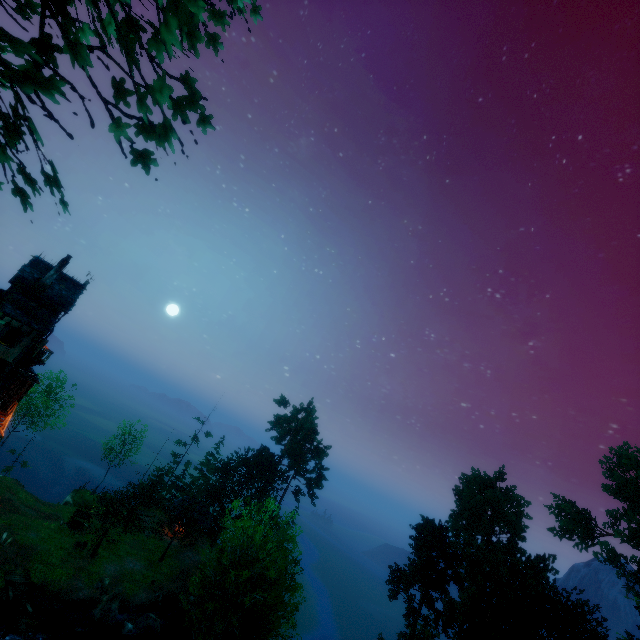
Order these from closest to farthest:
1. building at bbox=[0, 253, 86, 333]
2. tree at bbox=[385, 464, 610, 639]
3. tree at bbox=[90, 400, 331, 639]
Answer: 1. tree at bbox=[90, 400, 331, 639]
2. building at bbox=[0, 253, 86, 333]
3. tree at bbox=[385, 464, 610, 639]

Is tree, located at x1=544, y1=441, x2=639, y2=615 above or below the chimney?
above

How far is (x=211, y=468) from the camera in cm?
5697

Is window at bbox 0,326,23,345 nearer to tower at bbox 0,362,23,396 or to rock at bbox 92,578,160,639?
tower at bbox 0,362,23,396

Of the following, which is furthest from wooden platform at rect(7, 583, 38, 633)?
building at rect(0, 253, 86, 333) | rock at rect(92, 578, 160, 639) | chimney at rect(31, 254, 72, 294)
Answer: chimney at rect(31, 254, 72, 294)

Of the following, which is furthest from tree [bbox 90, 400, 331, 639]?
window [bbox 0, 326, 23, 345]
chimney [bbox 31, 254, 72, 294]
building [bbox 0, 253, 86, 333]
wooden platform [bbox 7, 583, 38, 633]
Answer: chimney [bbox 31, 254, 72, 294]

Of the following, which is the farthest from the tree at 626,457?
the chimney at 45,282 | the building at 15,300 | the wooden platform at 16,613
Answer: the chimney at 45,282

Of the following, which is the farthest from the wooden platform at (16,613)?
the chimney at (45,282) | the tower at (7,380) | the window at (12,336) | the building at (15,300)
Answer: the chimney at (45,282)
